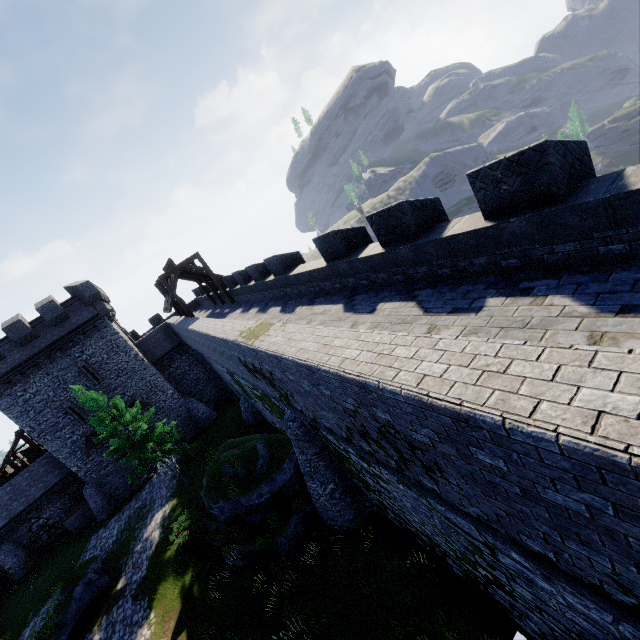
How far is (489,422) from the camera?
2.6m

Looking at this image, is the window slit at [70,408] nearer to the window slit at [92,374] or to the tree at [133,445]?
the window slit at [92,374]

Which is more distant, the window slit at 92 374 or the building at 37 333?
Result: the window slit at 92 374

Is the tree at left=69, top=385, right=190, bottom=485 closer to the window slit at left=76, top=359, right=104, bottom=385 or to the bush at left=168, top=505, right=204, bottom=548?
the bush at left=168, top=505, right=204, bottom=548

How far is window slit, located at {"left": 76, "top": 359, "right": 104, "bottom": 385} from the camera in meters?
27.2

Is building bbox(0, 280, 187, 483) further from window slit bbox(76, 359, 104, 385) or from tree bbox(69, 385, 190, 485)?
tree bbox(69, 385, 190, 485)

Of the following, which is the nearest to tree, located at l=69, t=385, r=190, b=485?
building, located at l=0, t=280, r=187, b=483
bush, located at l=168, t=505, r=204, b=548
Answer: bush, located at l=168, t=505, r=204, b=548

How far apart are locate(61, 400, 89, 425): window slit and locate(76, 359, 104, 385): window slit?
1.85m
